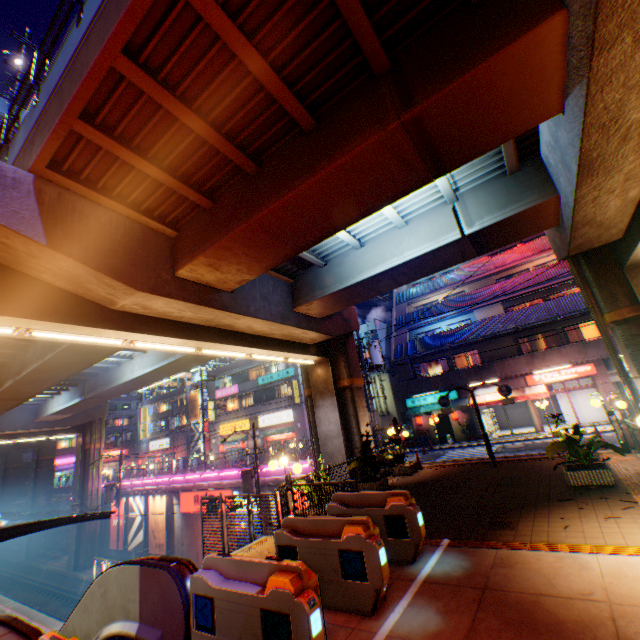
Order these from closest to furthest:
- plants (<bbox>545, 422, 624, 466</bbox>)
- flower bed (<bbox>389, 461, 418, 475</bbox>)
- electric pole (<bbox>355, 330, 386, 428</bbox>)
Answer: plants (<bbox>545, 422, 624, 466</bbox>)
flower bed (<bbox>389, 461, 418, 475</bbox>)
electric pole (<bbox>355, 330, 386, 428</bbox>)

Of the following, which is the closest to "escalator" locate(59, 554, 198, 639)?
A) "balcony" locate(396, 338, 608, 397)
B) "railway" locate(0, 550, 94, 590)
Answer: "railway" locate(0, 550, 94, 590)

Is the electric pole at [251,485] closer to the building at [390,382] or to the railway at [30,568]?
the railway at [30,568]

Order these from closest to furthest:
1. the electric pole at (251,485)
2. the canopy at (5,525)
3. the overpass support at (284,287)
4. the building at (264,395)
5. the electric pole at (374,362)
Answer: the overpass support at (284,287) → the canopy at (5,525) → the electric pole at (251,485) → the electric pole at (374,362) → the building at (264,395)

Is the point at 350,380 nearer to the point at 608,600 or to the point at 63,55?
the point at 608,600

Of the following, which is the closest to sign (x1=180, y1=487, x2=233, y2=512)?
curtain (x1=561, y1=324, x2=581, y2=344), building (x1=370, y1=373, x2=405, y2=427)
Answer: building (x1=370, y1=373, x2=405, y2=427)

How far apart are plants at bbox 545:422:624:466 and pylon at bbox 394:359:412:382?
17.2m

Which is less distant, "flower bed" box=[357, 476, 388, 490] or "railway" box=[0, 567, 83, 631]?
"flower bed" box=[357, 476, 388, 490]
